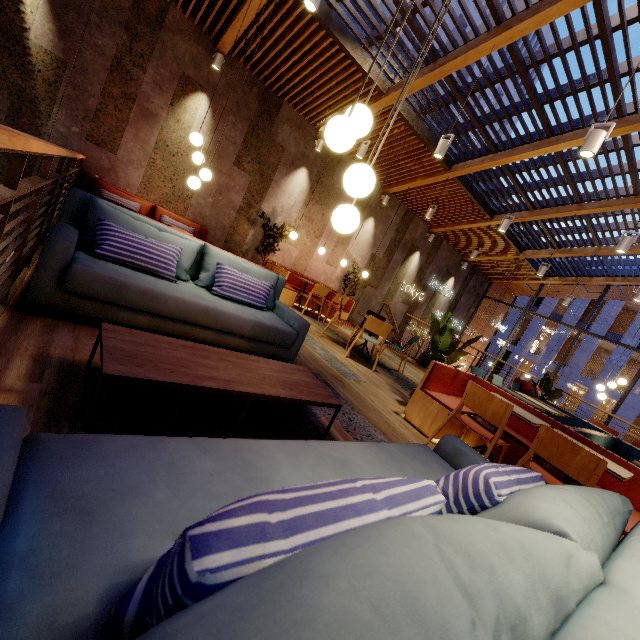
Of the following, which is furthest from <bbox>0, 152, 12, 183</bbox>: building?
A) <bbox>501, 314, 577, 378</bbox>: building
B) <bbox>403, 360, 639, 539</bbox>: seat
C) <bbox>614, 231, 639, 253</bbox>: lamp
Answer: <bbox>501, 314, 577, 378</bbox>: building

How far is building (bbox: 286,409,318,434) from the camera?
2.4 meters

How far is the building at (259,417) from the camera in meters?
2.2

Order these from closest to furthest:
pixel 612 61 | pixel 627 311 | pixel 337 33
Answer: pixel 612 61 → pixel 337 33 → pixel 627 311

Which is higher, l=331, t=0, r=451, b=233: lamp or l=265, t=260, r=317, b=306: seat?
l=331, t=0, r=451, b=233: lamp

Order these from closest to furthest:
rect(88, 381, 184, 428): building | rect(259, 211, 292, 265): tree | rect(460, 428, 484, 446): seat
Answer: rect(88, 381, 184, 428): building < rect(460, 428, 484, 446): seat < rect(259, 211, 292, 265): tree

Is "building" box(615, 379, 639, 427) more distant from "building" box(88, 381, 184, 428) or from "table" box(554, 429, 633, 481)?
"table" box(554, 429, 633, 481)

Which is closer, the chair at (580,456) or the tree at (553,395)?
the chair at (580,456)
